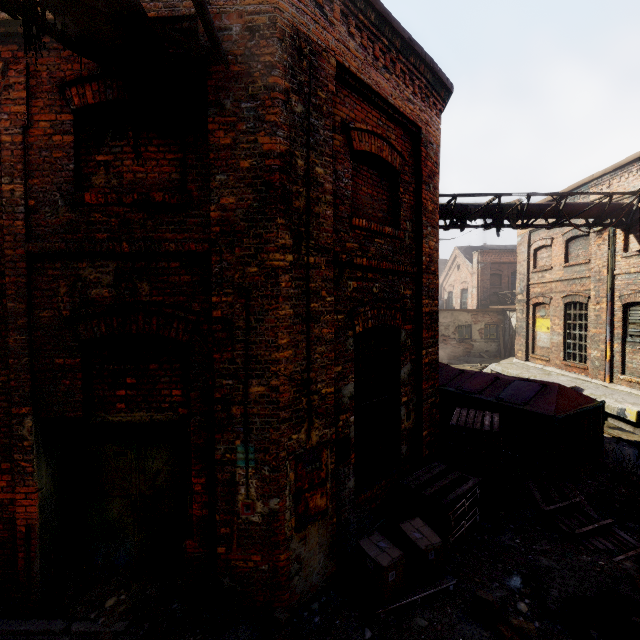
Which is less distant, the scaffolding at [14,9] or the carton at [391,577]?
the scaffolding at [14,9]

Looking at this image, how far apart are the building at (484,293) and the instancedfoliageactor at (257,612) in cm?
2616

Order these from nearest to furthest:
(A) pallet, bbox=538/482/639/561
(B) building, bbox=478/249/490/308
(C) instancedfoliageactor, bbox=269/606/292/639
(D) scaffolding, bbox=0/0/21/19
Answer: (D) scaffolding, bbox=0/0/21/19 → (C) instancedfoliageactor, bbox=269/606/292/639 → (A) pallet, bbox=538/482/639/561 → (B) building, bbox=478/249/490/308

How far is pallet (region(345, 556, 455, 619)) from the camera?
3.8 meters

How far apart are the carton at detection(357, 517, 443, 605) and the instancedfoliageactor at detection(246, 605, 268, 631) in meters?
1.0

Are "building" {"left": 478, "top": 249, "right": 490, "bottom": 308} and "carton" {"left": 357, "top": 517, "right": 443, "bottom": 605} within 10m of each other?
no

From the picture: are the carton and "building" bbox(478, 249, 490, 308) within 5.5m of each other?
no

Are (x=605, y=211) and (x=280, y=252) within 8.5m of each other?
no
